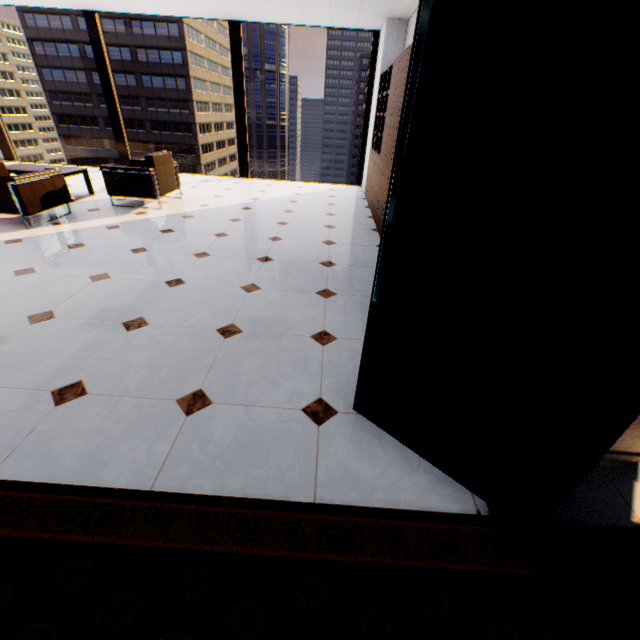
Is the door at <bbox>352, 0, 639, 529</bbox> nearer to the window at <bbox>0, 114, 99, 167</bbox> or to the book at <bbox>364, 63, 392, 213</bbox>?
the book at <bbox>364, 63, 392, 213</bbox>

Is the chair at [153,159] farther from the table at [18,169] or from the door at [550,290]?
the door at [550,290]

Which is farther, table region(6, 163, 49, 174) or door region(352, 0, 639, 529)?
table region(6, 163, 49, 174)

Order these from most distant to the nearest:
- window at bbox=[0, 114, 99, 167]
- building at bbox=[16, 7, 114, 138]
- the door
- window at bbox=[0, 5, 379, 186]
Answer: building at bbox=[16, 7, 114, 138] < window at bbox=[0, 114, 99, 167] < window at bbox=[0, 5, 379, 186] < the door

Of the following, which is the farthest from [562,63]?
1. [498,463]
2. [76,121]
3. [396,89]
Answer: [76,121]

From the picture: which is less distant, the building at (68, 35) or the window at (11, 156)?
the window at (11, 156)

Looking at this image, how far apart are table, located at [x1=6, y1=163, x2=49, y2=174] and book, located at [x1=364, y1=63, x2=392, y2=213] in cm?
506

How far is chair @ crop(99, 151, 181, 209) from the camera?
4.98m
